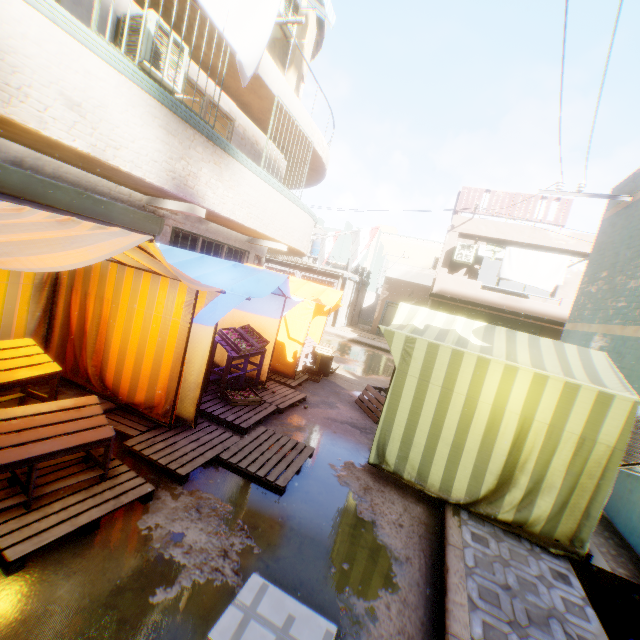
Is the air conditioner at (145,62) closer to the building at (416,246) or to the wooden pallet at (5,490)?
the building at (416,246)

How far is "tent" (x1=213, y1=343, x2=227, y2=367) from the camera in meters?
7.5

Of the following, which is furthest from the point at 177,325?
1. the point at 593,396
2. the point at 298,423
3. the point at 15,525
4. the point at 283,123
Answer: the point at 283,123

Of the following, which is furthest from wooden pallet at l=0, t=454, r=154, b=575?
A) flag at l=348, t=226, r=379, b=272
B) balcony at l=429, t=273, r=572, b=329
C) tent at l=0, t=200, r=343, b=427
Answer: flag at l=348, t=226, r=379, b=272

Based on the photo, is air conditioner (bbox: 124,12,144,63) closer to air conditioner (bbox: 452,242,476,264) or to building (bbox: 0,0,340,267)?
building (bbox: 0,0,340,267)

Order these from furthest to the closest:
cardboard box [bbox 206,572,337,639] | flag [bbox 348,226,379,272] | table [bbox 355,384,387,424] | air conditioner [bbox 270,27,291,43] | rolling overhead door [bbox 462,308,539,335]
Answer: rolling overhead door [bbox 462,308,539,335] → flag [bbox 348,226,379,272] → air conditioner [bbox 270,27,291,43] → table [bbox 355,384,387,424] → cardboard box [bbox 206,572,337,639]

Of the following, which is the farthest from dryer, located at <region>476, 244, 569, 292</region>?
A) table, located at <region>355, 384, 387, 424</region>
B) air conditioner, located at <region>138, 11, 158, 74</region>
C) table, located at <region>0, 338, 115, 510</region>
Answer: table, located at <region>355, 384, 387, 424</region>

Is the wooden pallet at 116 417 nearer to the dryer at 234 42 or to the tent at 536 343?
the tent at 536 343
